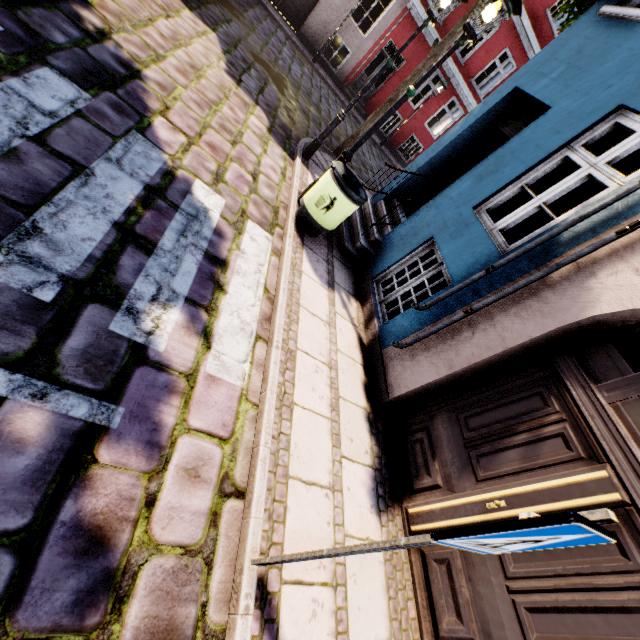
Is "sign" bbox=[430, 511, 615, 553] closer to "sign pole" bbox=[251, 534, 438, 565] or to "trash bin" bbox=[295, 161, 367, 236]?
"sign pole" bbox=[251, 534, 438, 565]

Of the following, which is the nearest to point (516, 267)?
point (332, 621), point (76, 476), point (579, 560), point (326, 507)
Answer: point (579, 560)

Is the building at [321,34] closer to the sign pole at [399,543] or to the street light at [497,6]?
the street light at [497,6]

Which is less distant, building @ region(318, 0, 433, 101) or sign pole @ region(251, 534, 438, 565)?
sign pole @ region(251, 534, 438, 565)

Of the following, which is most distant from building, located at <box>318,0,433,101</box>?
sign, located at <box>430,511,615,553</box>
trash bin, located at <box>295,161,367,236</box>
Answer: sign, located at <box>430,511,615,553</box>

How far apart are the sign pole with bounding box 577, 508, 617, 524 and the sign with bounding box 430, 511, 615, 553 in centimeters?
3cm

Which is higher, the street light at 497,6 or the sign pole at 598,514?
the street light at 497,6

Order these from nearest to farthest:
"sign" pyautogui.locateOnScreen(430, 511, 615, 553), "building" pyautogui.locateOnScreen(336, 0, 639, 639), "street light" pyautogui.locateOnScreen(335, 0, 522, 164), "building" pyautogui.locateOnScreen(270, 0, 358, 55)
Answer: "sign" pyautogui.locateOnScreen(430, 511, 615, 553), "building" pyautogui.locateOnScreen(336, 0, 639, 639), "street light" pyautogui.locateOnScreen(335, 0, 522, 164), "building" pyautogui.locateOnScreen(270, 0, 358, 55)
